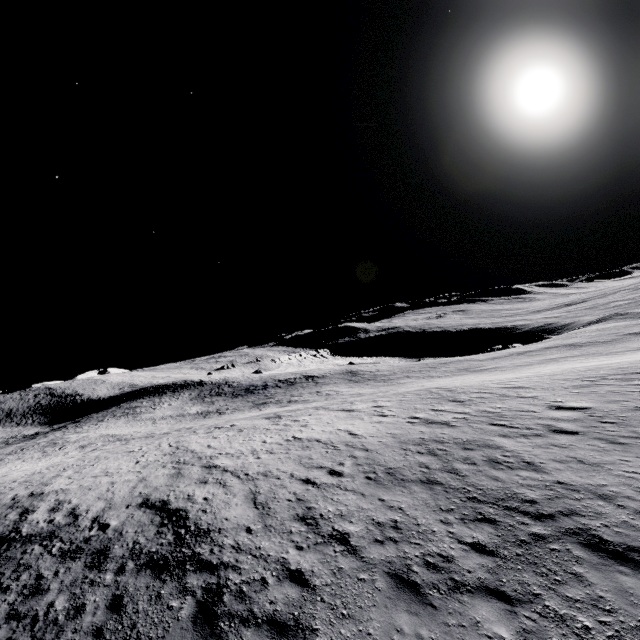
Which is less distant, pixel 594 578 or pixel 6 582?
pixel 594 578
